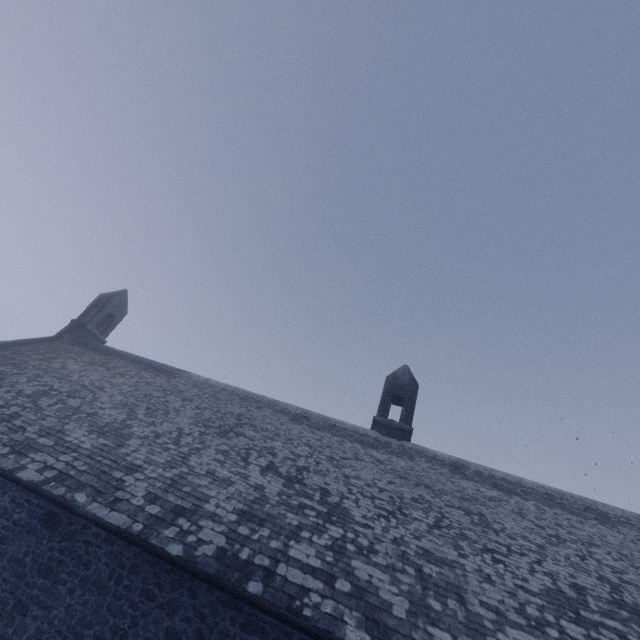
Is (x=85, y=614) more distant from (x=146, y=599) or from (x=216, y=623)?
(x=216, y=623)
